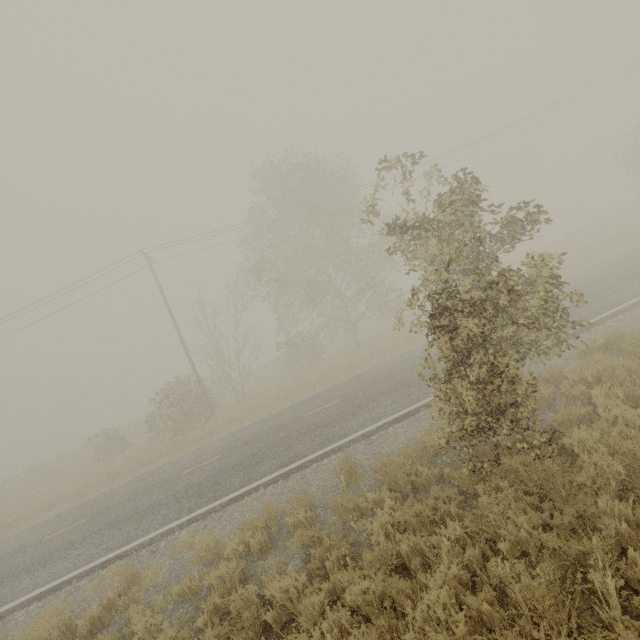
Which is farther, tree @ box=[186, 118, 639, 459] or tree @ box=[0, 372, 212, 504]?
tree @ box=[0, 372, 212, 504]

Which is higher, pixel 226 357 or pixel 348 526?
pixel 226 357

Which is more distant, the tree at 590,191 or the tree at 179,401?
the tree at 179,401
